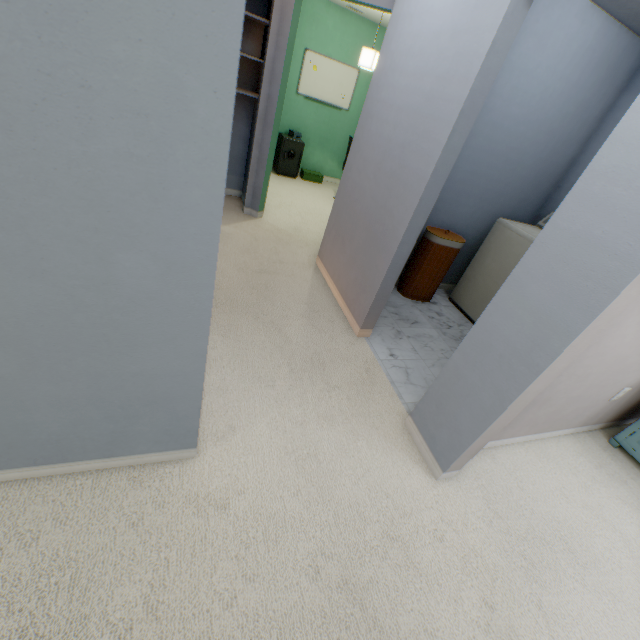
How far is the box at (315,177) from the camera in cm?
604

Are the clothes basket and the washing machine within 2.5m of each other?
yes

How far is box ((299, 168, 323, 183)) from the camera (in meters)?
6.04

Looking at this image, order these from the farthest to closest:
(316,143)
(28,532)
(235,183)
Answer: (316,143) → (235,183) → (28,532)

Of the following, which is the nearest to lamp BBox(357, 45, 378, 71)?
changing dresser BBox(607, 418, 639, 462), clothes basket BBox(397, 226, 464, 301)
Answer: clothes basket BBox(397, 226, 464, 301)

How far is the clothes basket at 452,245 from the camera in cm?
303

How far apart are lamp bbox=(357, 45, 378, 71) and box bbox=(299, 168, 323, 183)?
1.98m

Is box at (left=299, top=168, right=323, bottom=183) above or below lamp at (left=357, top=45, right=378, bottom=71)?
below
